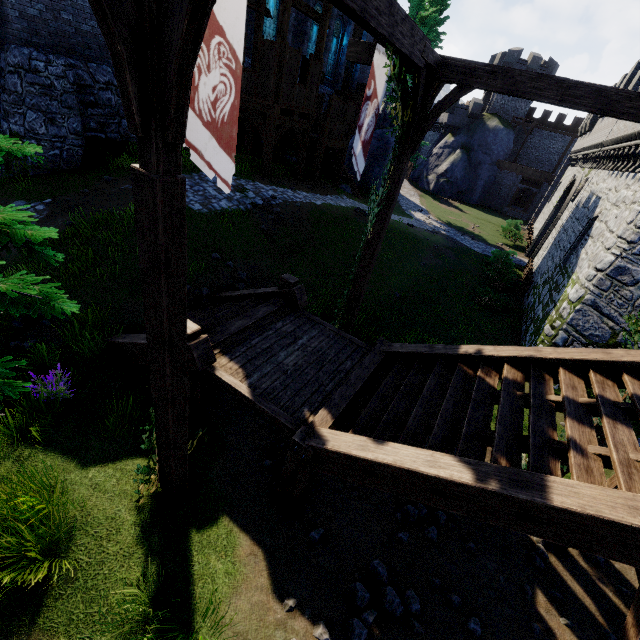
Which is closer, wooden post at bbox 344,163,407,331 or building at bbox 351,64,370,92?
wooden post at bbox 344,163,407,331

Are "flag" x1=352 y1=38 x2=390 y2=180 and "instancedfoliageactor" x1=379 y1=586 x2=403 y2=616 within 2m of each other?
no

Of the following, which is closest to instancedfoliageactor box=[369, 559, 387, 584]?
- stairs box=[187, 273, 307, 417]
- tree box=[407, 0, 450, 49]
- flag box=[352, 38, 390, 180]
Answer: stairs box=[187, 273, 307, 417]

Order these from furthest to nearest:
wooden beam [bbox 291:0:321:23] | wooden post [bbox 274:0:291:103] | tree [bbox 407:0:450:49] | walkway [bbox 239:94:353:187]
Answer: tree [bbox 407:0:450:49]
walkway [bbox 239:94:353:187]
wooden beam [bbox 291:0:321:23]
wooden post [bbox 274:0:291:103]

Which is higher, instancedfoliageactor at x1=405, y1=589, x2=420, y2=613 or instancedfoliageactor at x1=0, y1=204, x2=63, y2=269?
instancedfoliageactor at x1=0, y1=204, x2=63, y2=269

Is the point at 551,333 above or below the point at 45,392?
above

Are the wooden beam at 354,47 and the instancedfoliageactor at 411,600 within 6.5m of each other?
no

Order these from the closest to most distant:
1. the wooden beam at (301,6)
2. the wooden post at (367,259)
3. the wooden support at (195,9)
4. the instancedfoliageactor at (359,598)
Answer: the wooden support at (195,9), the instancedfoliageactor at (359,598), the wooden post at (367,259), the wooden beam at (301,6)
